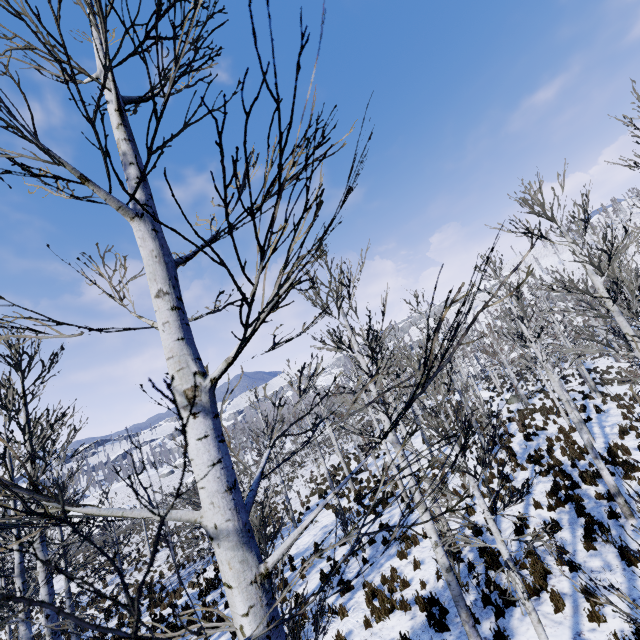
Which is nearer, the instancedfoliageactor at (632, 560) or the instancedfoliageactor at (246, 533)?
the instancedfoliageactor at (246, 533)

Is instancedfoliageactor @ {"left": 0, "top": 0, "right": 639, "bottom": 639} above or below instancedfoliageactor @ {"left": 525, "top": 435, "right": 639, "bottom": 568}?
above

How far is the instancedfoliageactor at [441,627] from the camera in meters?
7.4 m

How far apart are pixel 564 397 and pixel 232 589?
11.3m

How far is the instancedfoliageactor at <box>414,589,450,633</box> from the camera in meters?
7.4 m

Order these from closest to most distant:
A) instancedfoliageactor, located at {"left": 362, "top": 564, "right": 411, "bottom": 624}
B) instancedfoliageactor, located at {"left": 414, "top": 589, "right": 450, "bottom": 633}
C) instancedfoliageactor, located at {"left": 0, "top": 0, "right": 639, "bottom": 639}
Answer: instancedfoliageactor, located at {"left": 0, "top": 0, "right": 639, "bottom": 639} → instancedfoliageactor, located at {"left": 414, "top": 589, "right": 450, "bottom": 633} → instancedfoliageactor, located at {"left": 362, "top": 564, "right": 411, "bottom": 624}
